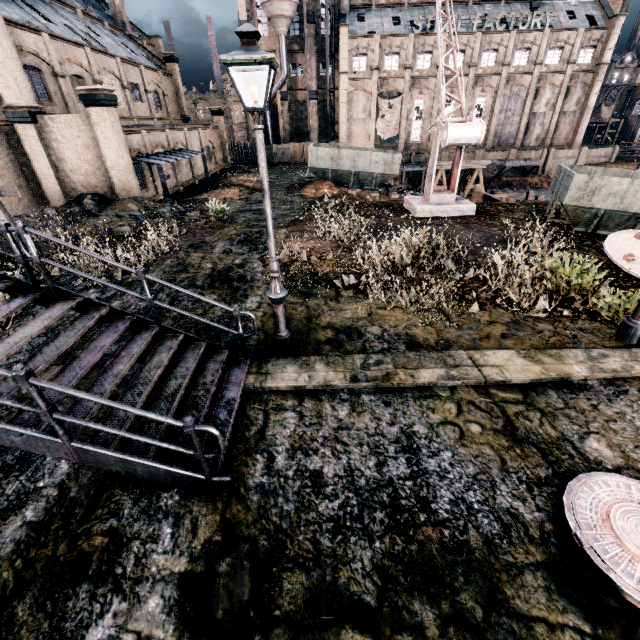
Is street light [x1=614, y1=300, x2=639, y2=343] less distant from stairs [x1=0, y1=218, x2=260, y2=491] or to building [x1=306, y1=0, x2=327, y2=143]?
stairs [x1=0, y1=218, x2=260, y2=491]

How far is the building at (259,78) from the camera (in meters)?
47.94

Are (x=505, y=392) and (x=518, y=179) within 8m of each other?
no

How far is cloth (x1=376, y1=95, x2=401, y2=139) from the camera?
46.8 meters

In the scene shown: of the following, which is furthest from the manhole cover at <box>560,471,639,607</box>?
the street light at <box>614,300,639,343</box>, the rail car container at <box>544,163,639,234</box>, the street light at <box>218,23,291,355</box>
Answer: the rail car container at <box>544,163,639,234</box>

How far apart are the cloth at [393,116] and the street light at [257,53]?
50.6 meters

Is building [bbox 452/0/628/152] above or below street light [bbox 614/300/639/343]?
above

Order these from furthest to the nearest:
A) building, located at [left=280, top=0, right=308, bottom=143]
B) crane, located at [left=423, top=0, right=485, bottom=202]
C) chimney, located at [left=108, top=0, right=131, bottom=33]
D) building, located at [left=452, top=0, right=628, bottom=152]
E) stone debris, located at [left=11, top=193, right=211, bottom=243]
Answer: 1. building, located at [left=280, top=0, right=308, bottom=143]
2. building, located at [left=452, top=0, right=628, bottom=152]
3. chimney, located at [left=108, top=0, right=131, bottom=33]
4. stone debris, located at [left=11, top=193, right=211, bottom=243]
5. crane, located at [left=423, top=0, right=485, bottom=202]
